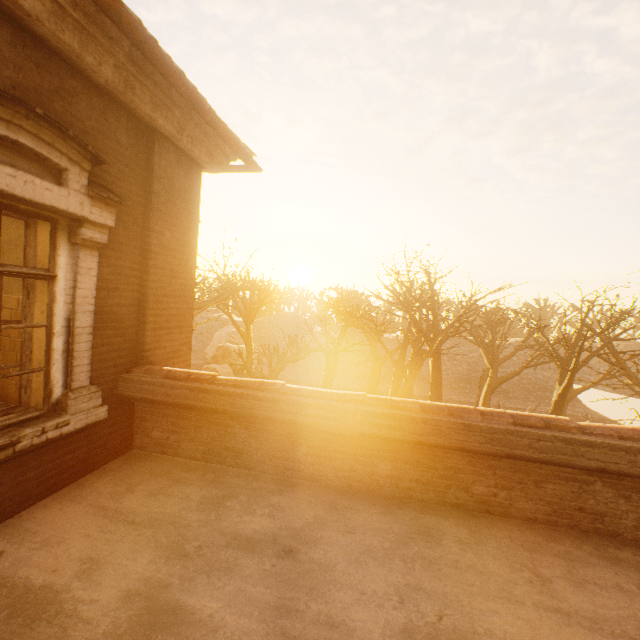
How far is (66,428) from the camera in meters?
3.2

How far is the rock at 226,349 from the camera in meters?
30.0

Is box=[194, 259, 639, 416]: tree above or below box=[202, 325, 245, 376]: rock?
above

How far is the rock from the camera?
29.98m

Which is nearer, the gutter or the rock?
the gutter

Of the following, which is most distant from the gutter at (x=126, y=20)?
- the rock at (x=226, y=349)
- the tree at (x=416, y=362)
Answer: the rock at (x=226, y=349)

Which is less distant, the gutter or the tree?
the gutter

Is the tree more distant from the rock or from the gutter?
the gutter
